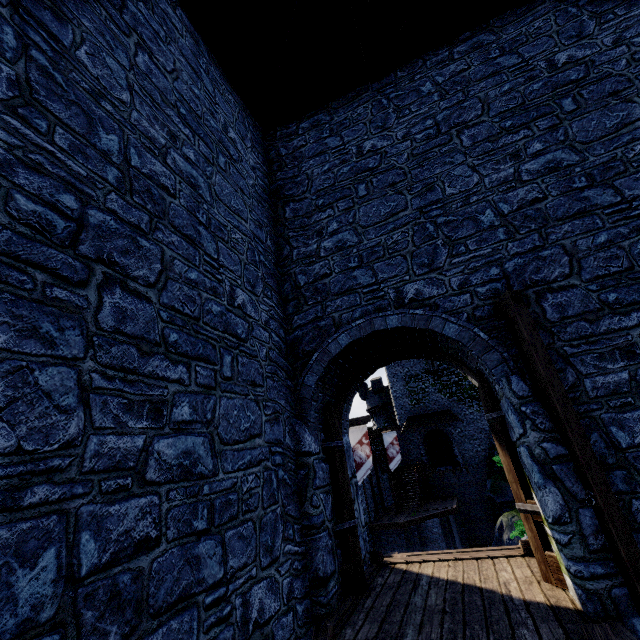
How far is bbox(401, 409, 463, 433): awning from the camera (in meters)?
32.62

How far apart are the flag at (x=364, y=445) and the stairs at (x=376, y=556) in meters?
10.2 m

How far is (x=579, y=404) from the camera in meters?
3.9 m

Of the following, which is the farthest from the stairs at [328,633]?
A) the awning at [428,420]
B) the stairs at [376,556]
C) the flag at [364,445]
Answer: the awning at [428,420]

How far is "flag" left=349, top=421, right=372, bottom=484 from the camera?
16.4 meters

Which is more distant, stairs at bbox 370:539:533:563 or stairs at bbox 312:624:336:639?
stairs at bbox 370:539:533:563

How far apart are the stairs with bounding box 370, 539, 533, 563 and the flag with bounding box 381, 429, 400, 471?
19.3m

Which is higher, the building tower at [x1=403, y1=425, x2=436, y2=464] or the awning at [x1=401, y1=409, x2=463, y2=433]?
the awning at [x1=401, y1=409, x2=463, y2=433]
